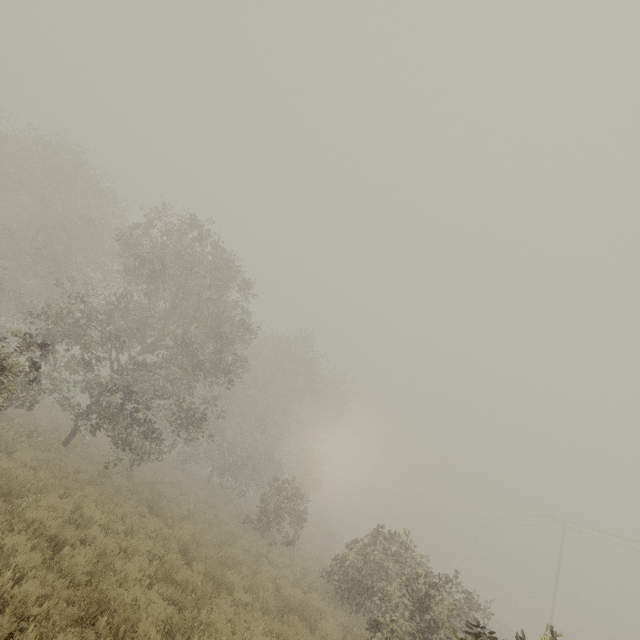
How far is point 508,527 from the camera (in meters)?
40.03
